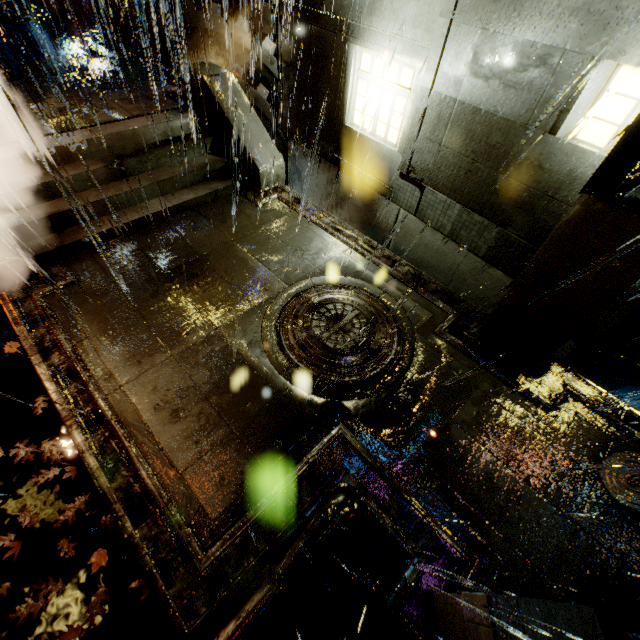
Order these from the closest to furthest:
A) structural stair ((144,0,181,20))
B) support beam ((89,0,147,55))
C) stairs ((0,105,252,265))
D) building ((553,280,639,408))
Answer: building ((553,280,639,408))
stairs ((0,105,252,265))
support beam ((89,0,147,55))
structural stair ((144,0,181,20))

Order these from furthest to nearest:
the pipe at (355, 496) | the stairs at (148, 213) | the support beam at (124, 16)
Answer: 1. the support beam at (124, 16)
2. the stairs at (148, 213)
3. the pipe at (355, 496)

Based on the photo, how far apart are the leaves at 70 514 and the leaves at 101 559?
0.5 meters

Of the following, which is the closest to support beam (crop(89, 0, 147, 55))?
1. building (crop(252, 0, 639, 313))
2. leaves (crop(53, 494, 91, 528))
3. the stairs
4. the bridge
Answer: building (crop(252, 0, 639, 313))

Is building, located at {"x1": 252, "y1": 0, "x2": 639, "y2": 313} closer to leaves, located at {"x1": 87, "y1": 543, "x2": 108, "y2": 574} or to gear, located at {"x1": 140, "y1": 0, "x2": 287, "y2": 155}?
gear, located at {"x1": 140, "y1": 0, "x2": 287, "y2": 155}

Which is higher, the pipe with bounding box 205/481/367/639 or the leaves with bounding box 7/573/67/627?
the pipe with bounding box 205/481/367/639

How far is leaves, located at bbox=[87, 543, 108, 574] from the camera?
3.99m

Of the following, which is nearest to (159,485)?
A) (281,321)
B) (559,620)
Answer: (281,321)
